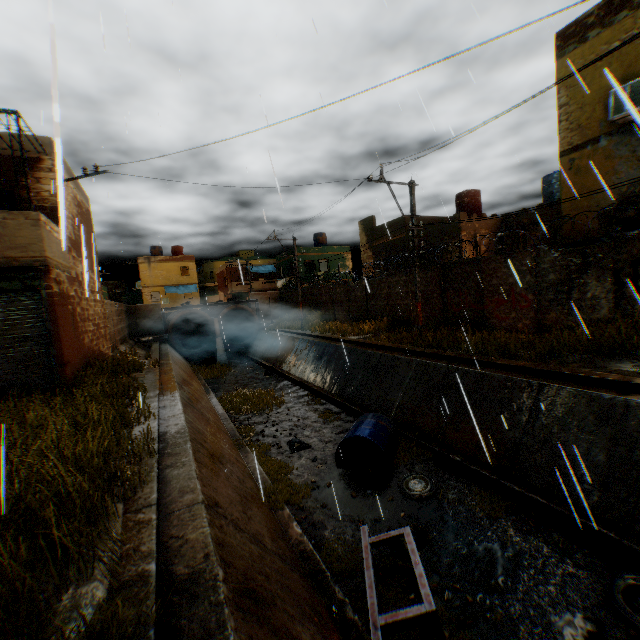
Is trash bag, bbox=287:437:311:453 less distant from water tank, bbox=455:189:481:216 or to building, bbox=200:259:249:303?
building, bbox=200:259:249:303

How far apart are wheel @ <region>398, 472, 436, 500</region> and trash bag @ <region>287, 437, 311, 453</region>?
3.4m

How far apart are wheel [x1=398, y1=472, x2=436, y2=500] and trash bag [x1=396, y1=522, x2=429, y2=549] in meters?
1.0 m

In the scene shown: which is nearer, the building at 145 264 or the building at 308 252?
the building at 308 252

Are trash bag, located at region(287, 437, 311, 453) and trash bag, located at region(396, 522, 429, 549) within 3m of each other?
no

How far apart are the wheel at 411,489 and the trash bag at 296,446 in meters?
3.4 m

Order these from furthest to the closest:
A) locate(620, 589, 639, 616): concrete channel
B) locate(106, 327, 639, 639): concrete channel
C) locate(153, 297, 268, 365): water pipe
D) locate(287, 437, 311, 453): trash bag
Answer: locate(153, 297, 268, 365): water pipe
locate(287, 437, 311, 453): trash bag
locate(620, 589, 639, 616): concrete channel
locate(106, 327, 639, 639): concrete channel

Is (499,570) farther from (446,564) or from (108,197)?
(108,197)
